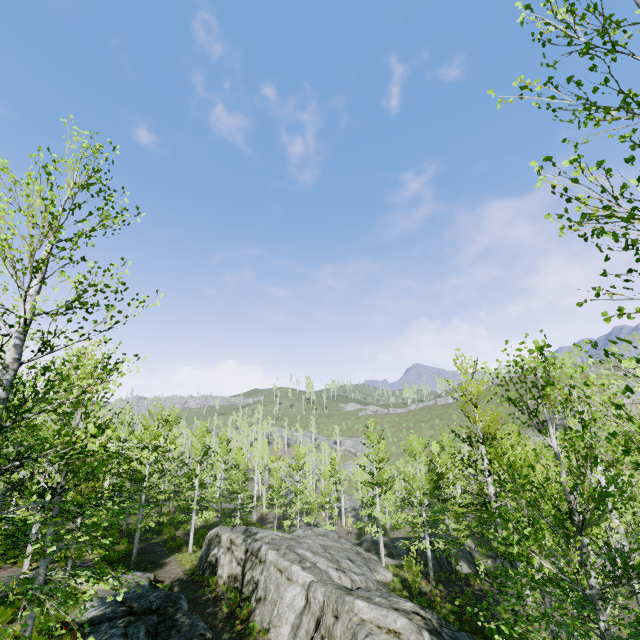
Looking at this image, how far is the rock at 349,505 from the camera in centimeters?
4634cm

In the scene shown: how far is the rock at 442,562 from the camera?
22.7 meters

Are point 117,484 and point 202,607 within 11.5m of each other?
no

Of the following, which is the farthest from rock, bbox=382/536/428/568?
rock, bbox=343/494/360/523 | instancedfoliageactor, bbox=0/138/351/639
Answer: rock, bbox=343/494/360/523

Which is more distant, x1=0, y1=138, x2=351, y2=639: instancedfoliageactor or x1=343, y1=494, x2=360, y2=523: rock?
x1=343, y1=494, x2=360, y2=523: rock

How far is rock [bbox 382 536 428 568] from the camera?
23.7m

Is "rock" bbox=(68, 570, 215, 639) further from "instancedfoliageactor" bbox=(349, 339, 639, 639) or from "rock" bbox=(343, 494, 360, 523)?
"rock" bbox=(343, 494, 360, 523)

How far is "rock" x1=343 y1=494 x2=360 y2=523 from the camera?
46.34m
